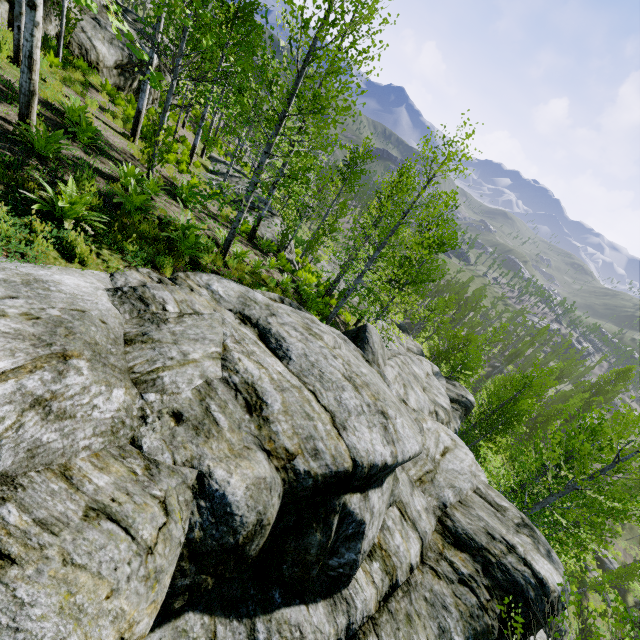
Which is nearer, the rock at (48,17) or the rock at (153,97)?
the rock at (48,17)

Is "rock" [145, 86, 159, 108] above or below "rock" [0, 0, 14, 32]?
below

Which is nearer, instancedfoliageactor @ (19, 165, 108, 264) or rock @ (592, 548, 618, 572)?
instancedfoliageactor @ (19, 165, 108, 264)

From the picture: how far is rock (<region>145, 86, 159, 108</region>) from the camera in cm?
1772

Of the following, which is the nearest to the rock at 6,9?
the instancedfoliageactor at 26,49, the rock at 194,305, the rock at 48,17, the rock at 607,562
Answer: the rock at 48,17

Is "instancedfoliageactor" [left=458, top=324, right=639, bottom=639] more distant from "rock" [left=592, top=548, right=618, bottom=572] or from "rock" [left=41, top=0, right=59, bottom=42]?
"rock" [left=41, top=0, right=59, bottom=42]

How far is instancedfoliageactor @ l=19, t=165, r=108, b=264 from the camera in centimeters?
447cm

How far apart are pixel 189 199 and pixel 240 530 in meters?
10.5
